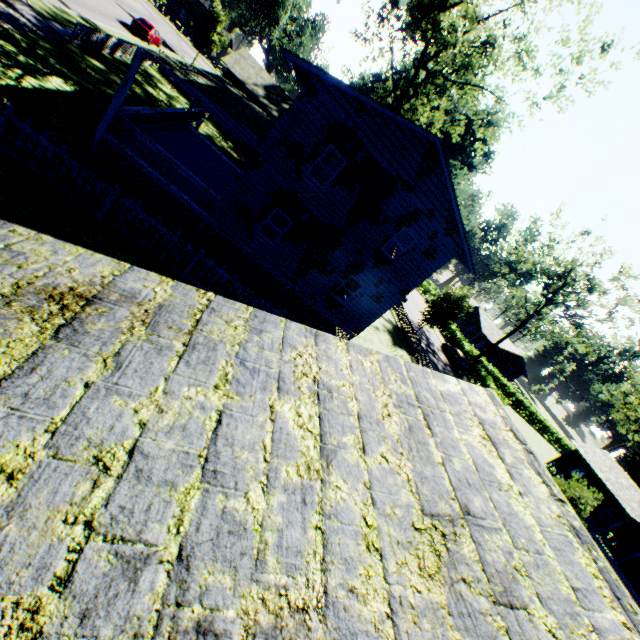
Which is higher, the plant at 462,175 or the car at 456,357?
the plant at 462,175

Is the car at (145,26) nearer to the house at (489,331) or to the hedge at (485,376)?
the hedge at (485,376)

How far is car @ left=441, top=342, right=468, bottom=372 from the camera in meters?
39.7

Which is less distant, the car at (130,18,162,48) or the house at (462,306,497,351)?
the car at (130,18,162,48)

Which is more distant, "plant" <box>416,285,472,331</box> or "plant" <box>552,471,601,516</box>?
"plant" <box>416,285,472,331</box>

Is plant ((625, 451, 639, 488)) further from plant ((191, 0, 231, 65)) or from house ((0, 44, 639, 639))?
plant ((191, 0, 231, 65))

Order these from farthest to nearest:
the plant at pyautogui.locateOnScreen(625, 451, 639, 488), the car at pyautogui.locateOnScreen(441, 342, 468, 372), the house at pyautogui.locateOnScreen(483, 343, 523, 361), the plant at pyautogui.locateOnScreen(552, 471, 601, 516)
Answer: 1. the house at pyautogui.locateOnScreen(483, 343, 523, 361)
2. the plant at pyautogui.locateOnScreen(625, 451, 639, 488)
3. the car at pyautogui.locateOnScreen(441, 342, 468, 372)
4. the plant at pyautogui.locateOnScreen(552, 471, 601, 516)

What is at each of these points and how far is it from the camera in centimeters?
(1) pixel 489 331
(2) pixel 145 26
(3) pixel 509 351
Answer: (1) house, 5834cm
(2) car, 3177cm
(3) house, 5850cm
